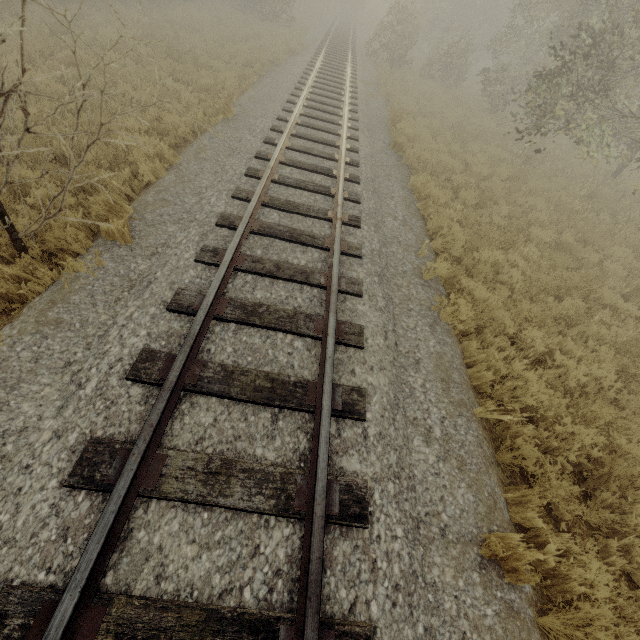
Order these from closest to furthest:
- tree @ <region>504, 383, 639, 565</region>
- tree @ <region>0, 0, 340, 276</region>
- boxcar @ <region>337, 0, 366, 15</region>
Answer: tree @ <region>0, 0, 340, 276</region> < tree @ <region>504, 383, 639, 565</region> < boxcar @ <region>337, 0, 366, 15</region>

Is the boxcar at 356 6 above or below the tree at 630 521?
above

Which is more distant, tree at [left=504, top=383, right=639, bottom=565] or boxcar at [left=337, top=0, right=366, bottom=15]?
boxcar at [left=337, top=0, right=366, bottom=15]

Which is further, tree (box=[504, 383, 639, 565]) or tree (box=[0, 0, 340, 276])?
tree (box=[504, 383, 639, 565])

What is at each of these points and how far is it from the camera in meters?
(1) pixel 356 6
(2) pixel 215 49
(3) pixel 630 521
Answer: (1) boxcar, 38.8
(2) tree, 13.5
(3) tree, 3.9

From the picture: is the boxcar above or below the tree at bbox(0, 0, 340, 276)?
above
